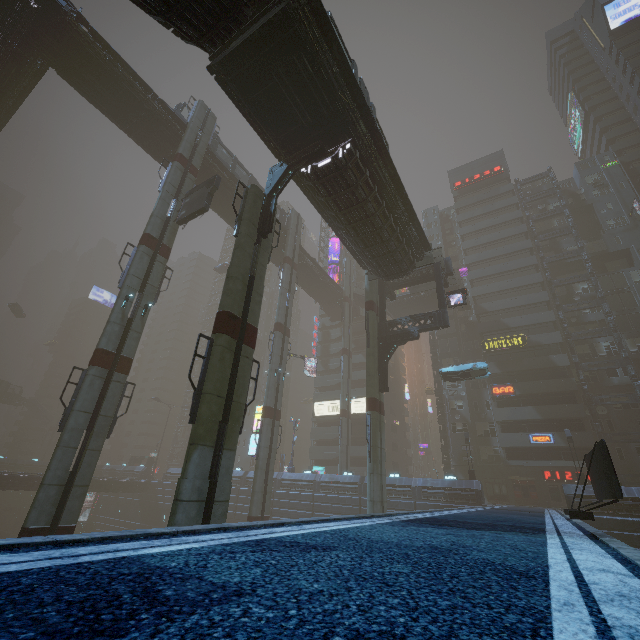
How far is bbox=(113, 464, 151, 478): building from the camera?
56.3 meters

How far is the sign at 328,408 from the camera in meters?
53.4 m

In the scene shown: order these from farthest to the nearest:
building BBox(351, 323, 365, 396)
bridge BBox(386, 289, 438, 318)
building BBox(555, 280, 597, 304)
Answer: building BBox(351, 323, 365, 396)
bridge BBox(386, 289, 438, 318)
building BBox(555, 280, 597, 304)

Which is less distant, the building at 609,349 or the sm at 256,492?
the sm at 256,492

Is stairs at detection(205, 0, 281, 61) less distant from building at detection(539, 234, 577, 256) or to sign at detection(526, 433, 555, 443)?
building at detection(539, 234, 577, 256)

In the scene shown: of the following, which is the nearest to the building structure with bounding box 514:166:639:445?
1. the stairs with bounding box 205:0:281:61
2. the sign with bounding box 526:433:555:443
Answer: the sign with bounding box 526:433:555:443

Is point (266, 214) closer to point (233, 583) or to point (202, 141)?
point (233, 583)

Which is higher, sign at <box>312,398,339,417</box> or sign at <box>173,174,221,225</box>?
sign at <box>173,174,221,225</box>
